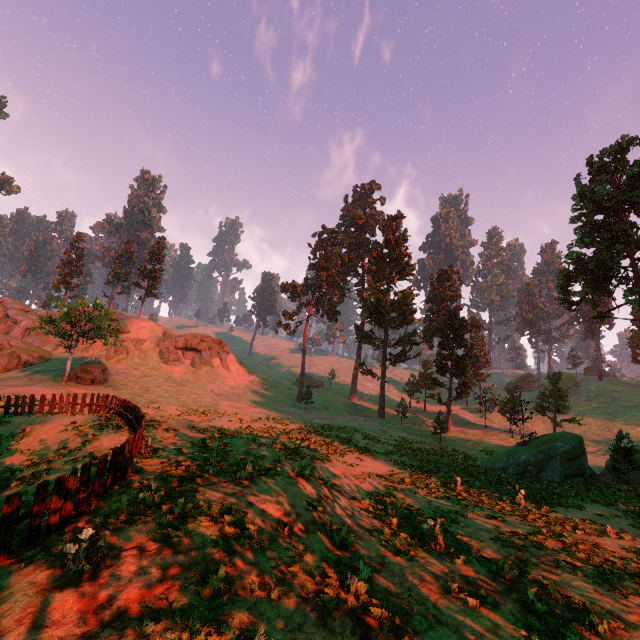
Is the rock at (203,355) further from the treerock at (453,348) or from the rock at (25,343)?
the treerock at (453,348)

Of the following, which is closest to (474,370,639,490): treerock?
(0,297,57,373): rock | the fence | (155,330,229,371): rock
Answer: (0,297,57,373): rock

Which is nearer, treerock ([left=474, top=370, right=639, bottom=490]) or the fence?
the fence

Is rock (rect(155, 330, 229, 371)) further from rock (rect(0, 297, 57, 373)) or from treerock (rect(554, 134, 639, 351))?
treerock (rect(554, 134, 639, 351))

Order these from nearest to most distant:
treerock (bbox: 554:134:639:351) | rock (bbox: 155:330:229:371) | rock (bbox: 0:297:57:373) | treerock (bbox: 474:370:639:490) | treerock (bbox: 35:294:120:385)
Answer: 1. treerock (bbox: 474:370:639:490)
2. treerock (bbox: 554:134:639:351)
3. treerock (bbox: 35:294:120:385)
4. rock (bbox: 0:297:57:373)
5. rock (bbox: 155:330:229:371)

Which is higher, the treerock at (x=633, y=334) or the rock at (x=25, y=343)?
the treerock at (x=633, y=334)

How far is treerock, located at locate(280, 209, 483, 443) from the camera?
42.2 meters

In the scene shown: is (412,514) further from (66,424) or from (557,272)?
(557,272)
